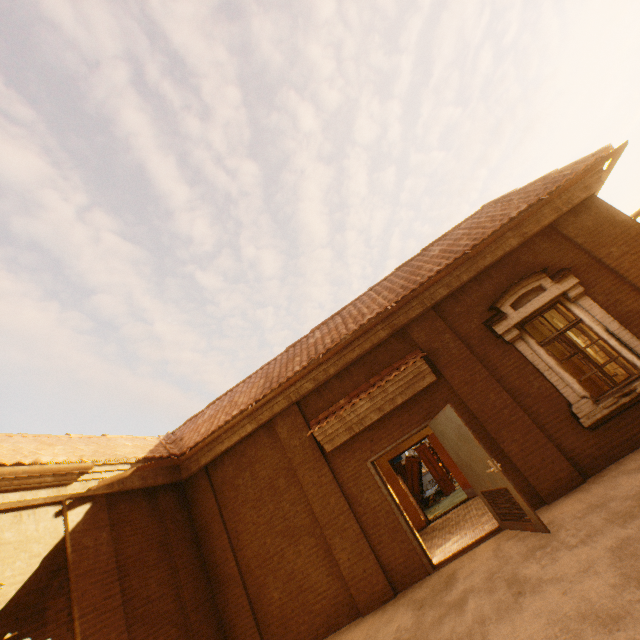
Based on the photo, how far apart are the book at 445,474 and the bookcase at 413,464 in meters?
0.0 m

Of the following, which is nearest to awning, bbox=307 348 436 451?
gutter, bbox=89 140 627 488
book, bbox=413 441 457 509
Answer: gutter, bbox=89 140 627 488

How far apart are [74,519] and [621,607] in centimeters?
A: 756cm

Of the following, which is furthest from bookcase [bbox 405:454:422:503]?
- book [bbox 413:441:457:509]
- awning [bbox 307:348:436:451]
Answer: awning [bbox 307:348:436:451]

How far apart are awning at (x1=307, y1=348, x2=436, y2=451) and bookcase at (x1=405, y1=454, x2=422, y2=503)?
9.41m

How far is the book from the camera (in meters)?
14.16

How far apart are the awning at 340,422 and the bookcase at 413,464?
9.4m
